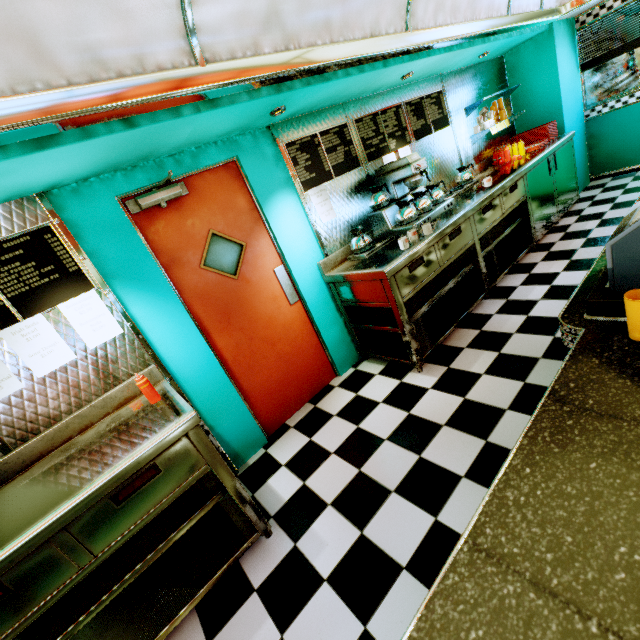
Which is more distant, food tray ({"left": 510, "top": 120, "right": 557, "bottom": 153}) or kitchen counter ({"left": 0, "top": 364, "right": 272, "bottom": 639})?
food tray ({"left": 510, "top": 120, "right": 557, "bottom": 153})

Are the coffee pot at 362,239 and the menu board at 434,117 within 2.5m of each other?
yes

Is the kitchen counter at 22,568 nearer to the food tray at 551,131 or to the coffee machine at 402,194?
the coffee machine at 402,194

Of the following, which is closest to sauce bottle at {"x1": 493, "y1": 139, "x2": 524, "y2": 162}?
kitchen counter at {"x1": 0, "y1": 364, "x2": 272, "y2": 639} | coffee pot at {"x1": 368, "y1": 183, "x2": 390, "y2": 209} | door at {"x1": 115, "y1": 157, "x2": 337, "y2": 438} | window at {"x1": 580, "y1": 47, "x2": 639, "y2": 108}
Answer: window at {"x1": 580, "y1": 47, "x2": 639, "y2": 108}

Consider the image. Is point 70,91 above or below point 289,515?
above

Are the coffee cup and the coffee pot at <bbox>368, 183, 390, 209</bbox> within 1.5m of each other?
no

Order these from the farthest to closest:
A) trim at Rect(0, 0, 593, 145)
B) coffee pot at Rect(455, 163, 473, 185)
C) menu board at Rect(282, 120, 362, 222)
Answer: coffee pot at Rect(455, 163, 473, 185) < menu board at Rect(282, 120, 362, 222) < trim at Rect(0, 0, 593, 145)

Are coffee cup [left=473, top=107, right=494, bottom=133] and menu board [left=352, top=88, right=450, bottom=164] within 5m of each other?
yes
